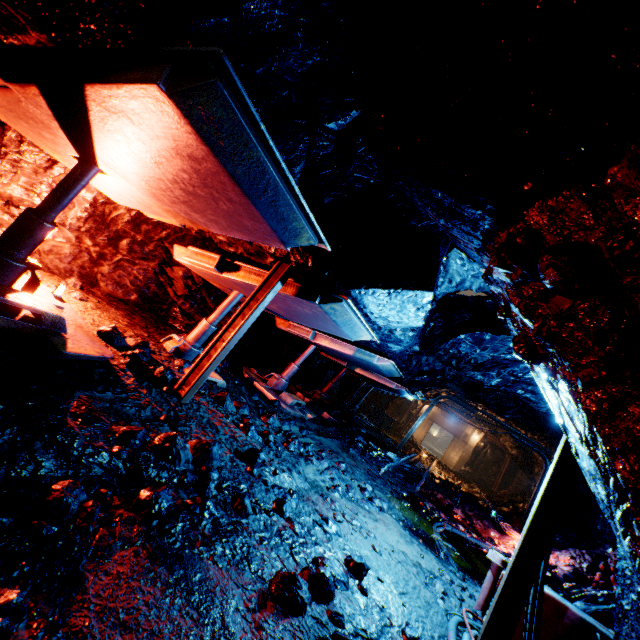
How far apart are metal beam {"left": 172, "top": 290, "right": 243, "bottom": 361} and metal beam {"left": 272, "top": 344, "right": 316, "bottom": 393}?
2.97m

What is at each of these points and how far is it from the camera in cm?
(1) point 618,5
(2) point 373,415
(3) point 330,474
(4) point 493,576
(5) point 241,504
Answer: (1) rock, 131
(2) trolley, 1873
(3) rock, 522
(4) trolley, 386
(5) rock, 271

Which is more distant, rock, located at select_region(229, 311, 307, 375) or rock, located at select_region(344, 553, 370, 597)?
rock, located at select_region(229, 311, 307, 375)

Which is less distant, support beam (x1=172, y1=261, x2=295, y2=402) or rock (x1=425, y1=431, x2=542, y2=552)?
support beam (x1=172, y1=261, x2=295, y2=402)

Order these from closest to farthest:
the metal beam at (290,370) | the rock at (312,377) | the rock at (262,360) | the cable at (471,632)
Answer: the cable at (471,632)
the metal beam at (290,370)
the rock at (262,360)
the rock at (312,377)

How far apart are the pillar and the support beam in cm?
2459

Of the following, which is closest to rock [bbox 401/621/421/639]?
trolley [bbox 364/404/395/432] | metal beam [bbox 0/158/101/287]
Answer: trolley [bbox 364/404/395/432]

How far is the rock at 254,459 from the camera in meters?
3.4
